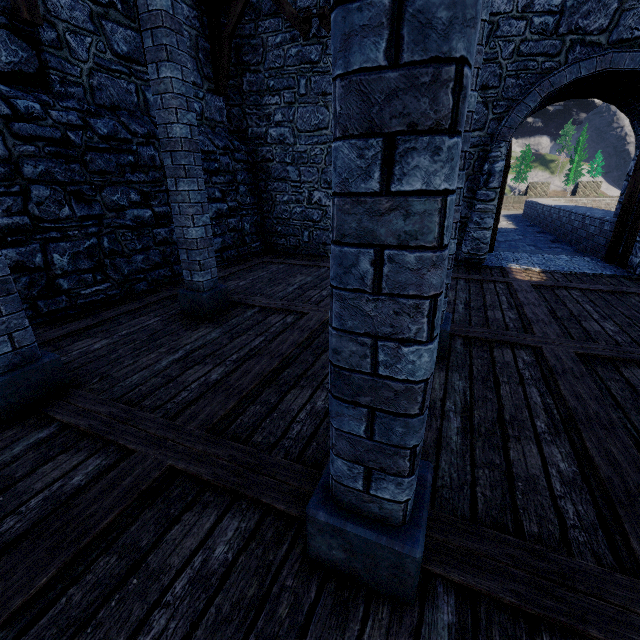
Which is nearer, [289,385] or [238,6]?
[289,385]

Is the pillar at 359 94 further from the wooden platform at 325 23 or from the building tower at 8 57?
the wooden platform at 325 23

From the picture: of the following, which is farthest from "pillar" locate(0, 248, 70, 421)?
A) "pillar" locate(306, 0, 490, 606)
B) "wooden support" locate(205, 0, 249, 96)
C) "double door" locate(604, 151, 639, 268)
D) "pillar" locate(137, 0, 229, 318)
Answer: "double door" locate(604, 151, 639, 268)

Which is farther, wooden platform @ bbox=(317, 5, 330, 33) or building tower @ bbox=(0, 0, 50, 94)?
wooden platform @ bbox=(317, 5, 330, 33)

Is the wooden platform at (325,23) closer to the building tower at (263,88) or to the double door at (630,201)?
the building tower at (263,88)

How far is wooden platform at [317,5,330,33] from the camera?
6.99m

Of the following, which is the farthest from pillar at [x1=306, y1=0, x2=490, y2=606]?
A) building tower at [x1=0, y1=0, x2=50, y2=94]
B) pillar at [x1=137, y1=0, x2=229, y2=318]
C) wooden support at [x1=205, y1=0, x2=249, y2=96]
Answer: wooden support at [x1=205, y1=0, x2=249, y2=96]

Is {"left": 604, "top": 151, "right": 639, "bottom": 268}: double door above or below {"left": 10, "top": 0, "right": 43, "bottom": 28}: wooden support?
below
